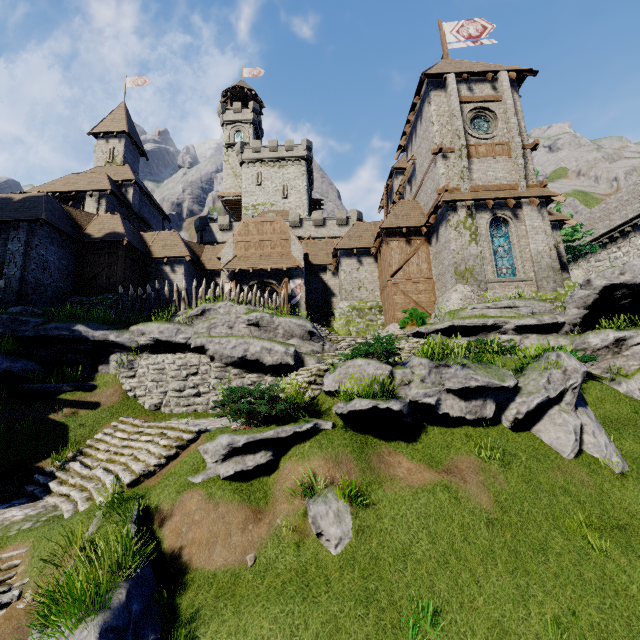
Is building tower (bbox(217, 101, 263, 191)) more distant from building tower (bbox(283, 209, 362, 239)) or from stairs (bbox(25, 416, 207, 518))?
stairs (bbox(25, 416, 207, 518))

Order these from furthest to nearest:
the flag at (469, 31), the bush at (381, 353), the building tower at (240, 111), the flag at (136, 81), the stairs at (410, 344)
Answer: the building tower at (240, 111) → the flag at (136, 81) → the flag at (469, 31) → the stairs at (410, 344) → the bush at (381, 353)

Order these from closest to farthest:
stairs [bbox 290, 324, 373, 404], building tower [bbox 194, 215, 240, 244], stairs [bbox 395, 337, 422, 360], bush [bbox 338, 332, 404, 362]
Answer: bush [bbox 338, 332, 404, 362] < stairs [bbox 290, 324, 373, 404] < stairs [bbox 395, 337, 422, 360] < building tower [bbox 194, 215, 240, 244]

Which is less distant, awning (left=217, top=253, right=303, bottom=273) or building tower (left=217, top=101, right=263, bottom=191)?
awning (left=217, top=253, right=303, bottom=273)

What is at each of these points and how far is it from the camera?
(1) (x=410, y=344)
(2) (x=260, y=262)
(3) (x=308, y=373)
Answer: (1) stairs, 17.22m
(2) awning, 24.17m
(3) stairs, 12.22m

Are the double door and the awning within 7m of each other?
yes

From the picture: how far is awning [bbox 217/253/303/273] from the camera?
23.78m

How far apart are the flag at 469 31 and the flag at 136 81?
31.7 meters
